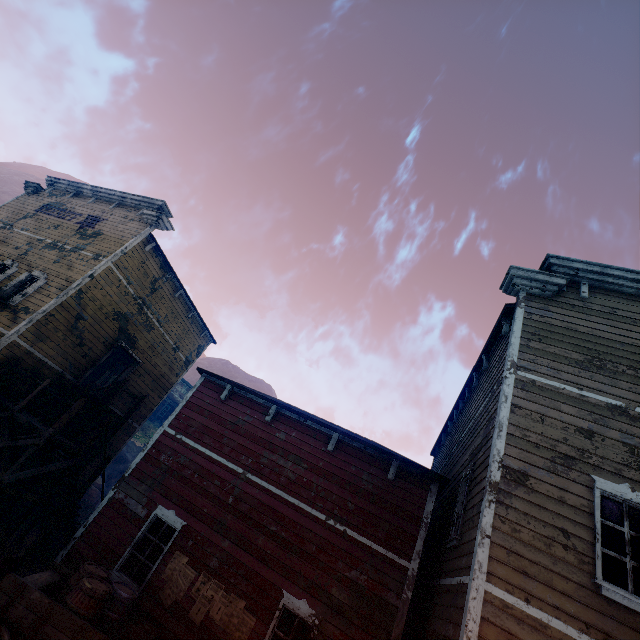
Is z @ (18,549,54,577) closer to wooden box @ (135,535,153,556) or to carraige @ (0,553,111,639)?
carraige @ (0,553,111,639)

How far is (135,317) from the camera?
14.62m

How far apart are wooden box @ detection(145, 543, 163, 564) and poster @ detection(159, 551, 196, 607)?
0.53m

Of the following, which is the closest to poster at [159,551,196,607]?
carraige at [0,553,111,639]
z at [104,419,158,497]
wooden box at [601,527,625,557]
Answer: carraige at [0,553,111,639]

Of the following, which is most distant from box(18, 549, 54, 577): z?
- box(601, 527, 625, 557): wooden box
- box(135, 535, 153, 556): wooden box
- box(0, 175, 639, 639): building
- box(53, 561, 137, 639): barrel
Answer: box(601, 527, 625, 557): wooden box

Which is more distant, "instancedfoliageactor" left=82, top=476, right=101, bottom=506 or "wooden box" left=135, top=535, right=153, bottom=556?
"instancedfoliageactor" left=82, top=476, right=101, bottom=506

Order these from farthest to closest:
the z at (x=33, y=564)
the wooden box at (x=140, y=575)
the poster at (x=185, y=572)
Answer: the z at (x=33, y=564)
the wooden box at (x=140, y=575)
the poster at (x=185, y=572)

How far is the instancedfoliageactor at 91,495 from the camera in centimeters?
2042cm
